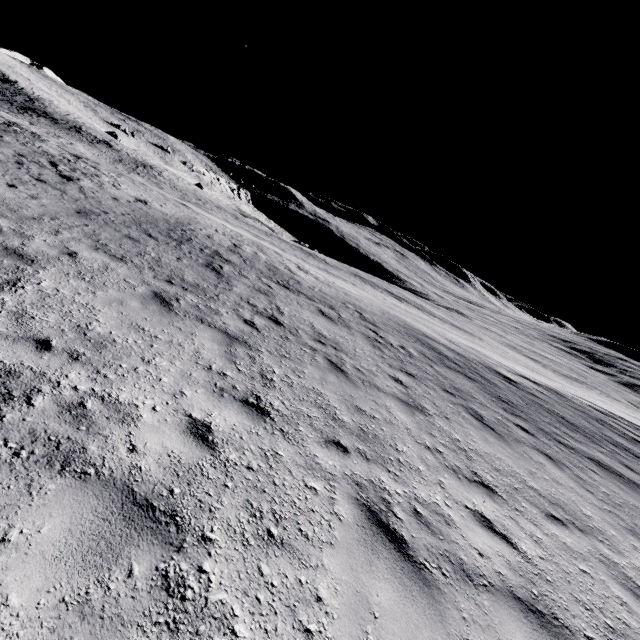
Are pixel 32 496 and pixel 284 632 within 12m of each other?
yes
